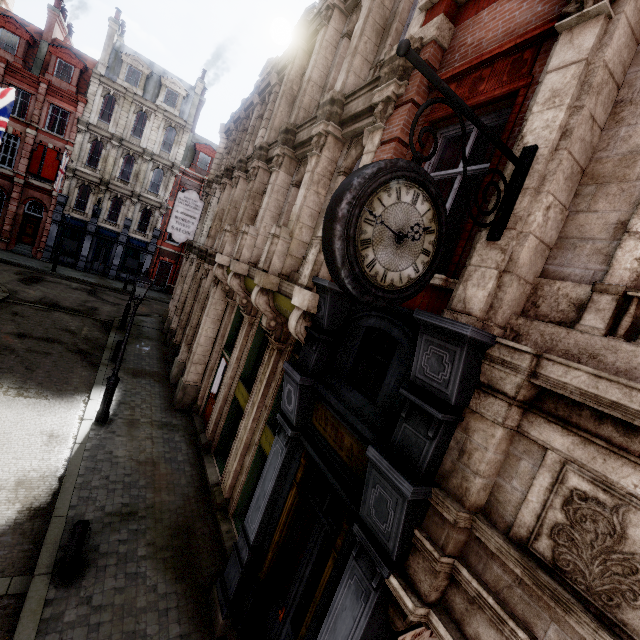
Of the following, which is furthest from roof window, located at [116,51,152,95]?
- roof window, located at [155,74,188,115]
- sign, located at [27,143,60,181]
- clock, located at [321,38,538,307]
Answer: clock, located at [321,38,538,307]

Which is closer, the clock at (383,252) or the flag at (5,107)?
the clock at (383,252)

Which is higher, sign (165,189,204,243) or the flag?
the flag

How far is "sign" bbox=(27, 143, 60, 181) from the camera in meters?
25.9

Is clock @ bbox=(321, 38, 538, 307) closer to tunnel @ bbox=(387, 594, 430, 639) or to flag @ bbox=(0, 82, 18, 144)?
tunnel @ bbox=(387, 594, 430, 639)

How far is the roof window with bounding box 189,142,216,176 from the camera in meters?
32.4 m

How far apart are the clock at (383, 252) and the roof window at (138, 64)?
36.9m

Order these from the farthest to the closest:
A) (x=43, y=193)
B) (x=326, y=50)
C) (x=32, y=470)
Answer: (x=43, y=193) → (x=326, y=50) → (x=32, y=470)
